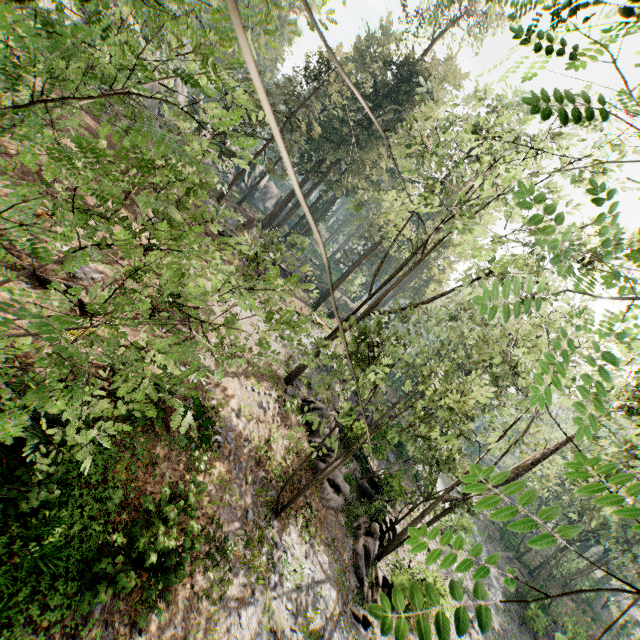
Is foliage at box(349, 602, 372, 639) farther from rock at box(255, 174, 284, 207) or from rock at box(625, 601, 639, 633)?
rock at box(625, 601, 639, 633)

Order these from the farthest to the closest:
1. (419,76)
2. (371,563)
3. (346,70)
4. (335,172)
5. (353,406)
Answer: (335,172) → (353,406) → (346,70) → (371,563) → (419,76)

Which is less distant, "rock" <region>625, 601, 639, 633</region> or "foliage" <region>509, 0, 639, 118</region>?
"foliage" <region>509, 0, 639, 118</region>

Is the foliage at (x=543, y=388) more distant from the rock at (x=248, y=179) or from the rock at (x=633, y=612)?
the rock at (x=633, y=612)

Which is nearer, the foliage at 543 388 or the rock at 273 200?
the foliage at 543 388

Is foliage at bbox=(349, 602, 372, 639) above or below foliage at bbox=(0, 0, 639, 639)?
below
